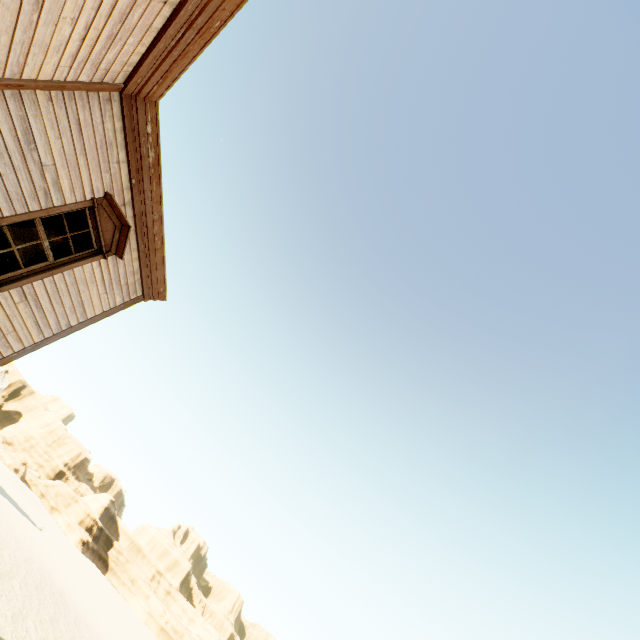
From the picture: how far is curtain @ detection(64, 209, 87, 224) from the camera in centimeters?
553cm

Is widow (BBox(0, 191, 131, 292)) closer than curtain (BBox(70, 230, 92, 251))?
Yes

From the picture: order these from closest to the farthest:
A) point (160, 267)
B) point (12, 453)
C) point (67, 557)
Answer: point (160, 267) → point (67, 557) → point (12, 453)

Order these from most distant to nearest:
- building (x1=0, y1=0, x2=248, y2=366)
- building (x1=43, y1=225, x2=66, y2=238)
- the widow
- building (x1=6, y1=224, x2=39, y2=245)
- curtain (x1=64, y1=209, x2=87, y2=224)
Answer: building (x1=43, y1=225, x2=66, y2=238) < building (x1=6, y1=224, x2=39, y2=245) < curtain (x1=64, y1=209, x2=87, y2=224) < the widow < building (x1=0, y1=0, x2=248, y2=366)

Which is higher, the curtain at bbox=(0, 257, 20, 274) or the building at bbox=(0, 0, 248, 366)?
the building at bbox=(0, 0, 248, 366)

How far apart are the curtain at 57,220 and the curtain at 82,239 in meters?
0.1
